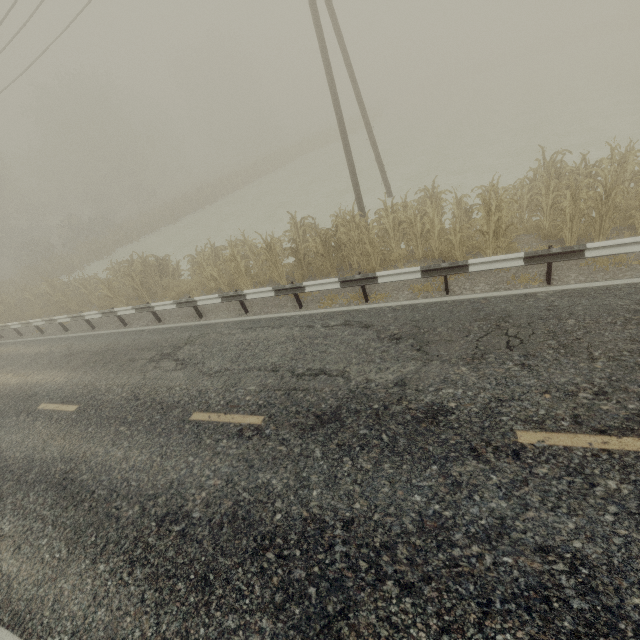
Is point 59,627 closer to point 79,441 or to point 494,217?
point 79,441
